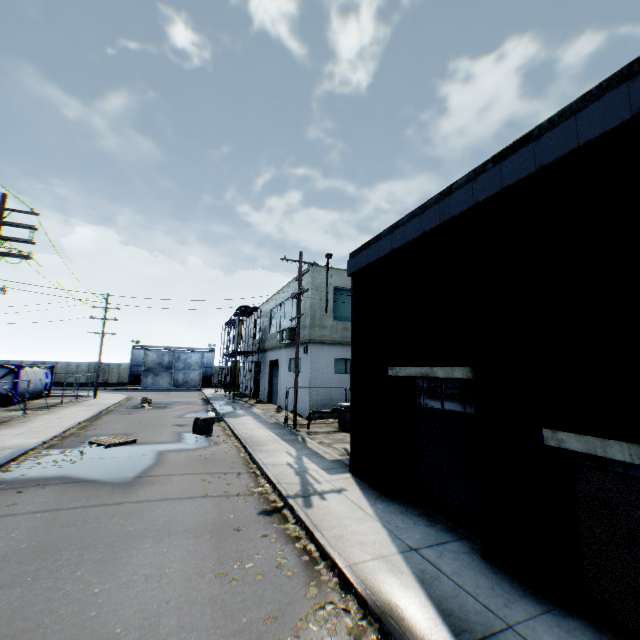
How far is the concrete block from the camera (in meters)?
15.80

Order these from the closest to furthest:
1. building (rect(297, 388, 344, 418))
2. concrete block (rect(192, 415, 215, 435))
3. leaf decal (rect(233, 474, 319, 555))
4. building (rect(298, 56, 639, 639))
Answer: building (rect(298, 56, 639, 639)) → leaf decal (rect(233, 474, 319, 555)) → concrete block (rect(192, 415, 215, 435)) → building (rect(297, 388, 344, 418))

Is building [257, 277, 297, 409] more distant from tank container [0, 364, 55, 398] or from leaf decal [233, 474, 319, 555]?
tank container [0, 364, 55, 398]

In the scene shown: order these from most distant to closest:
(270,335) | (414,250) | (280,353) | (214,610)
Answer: (270,335) → (280,353) → (414,250) → (214,610)

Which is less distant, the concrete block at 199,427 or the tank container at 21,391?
the concrete block at 199,427

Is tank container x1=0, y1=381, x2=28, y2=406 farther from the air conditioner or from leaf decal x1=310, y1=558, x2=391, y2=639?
leaf decal x1=310, y1=558, x2=391, y2=639

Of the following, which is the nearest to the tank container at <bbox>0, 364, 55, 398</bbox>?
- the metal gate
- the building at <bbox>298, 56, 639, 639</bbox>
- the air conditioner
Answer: the metal gate

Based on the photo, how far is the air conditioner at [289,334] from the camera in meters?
22.1 m
